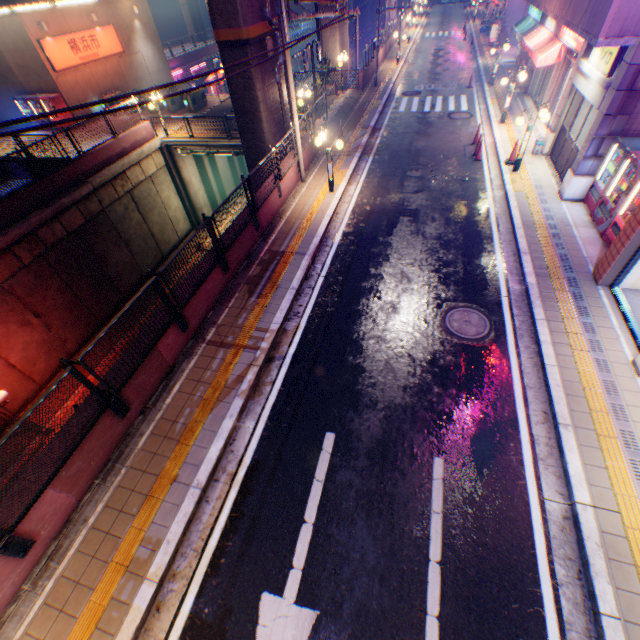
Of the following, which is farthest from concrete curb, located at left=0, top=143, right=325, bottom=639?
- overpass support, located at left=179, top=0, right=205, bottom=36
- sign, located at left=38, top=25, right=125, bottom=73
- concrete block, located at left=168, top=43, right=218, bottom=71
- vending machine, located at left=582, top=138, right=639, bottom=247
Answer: concrete block, located at left=168, top=43, right=218, bottom=71

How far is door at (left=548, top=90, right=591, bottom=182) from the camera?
11.29m

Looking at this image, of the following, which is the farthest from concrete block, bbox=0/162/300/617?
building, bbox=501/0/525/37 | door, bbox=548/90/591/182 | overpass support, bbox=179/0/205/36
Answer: building, bbox=501/0/525/37

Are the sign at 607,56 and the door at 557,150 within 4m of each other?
yes

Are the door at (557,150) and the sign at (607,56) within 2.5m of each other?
yes

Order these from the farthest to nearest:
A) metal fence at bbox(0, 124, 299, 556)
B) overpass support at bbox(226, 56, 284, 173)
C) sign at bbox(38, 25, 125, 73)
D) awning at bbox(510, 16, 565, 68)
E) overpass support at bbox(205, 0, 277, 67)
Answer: sign at bbox(38, 25, 125, 73) < awning at bbox(510, 16, 565, 68) < overpass support at bbox(226, 56, 284, 173) < overpass support at bbox(205, 0, 277, 67) < metal fence at bbox(0, 124, 299, 556)

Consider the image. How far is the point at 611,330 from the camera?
7.4m

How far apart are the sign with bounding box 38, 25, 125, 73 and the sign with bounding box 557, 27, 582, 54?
28.5m
